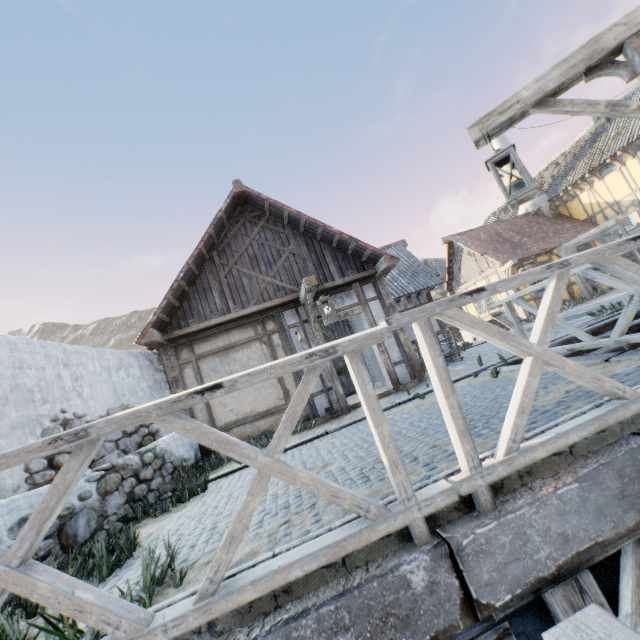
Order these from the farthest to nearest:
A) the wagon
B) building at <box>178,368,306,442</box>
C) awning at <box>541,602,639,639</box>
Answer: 1. the wagon
2. building at <box>178,368,306,442</box>
3. awning at <box>541,602,639,639</box>

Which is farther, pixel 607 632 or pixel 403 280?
pixel 403 280

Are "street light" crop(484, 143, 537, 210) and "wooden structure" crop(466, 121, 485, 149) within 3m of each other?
yes

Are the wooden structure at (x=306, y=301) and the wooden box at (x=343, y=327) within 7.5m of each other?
yes

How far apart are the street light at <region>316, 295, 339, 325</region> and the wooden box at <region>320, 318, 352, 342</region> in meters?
5.2 m

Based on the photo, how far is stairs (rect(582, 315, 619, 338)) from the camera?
6.4m

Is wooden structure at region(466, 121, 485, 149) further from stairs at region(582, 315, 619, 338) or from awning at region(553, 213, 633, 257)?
awning at region(553, 213, 633, 257)

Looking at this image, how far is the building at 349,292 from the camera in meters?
8.2 m
